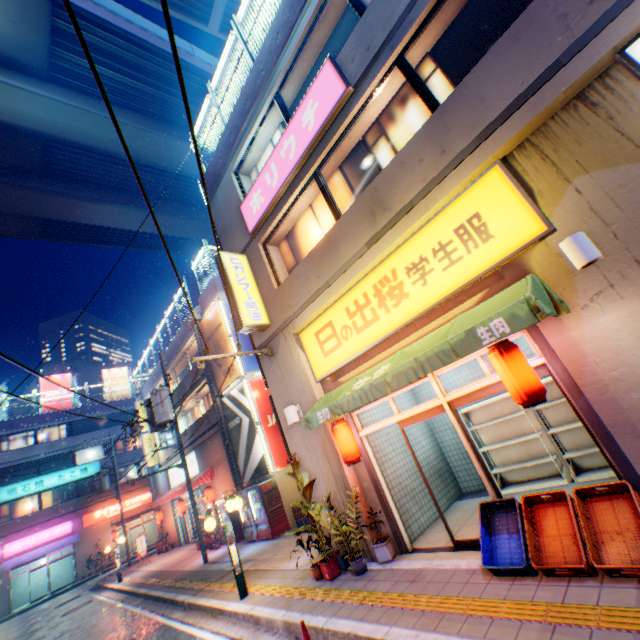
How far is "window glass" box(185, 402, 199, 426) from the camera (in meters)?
22.41

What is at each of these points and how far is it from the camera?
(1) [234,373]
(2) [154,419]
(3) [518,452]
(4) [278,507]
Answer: (1) billboard, 15.9 meters
(2) electric pole, 15.6 meters
(3) metal shelf, 7.6 meters
(4) vending machine, 13.4 meters

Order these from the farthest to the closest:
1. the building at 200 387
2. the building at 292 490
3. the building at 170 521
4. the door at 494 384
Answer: the building at 170 521 → the building at 200 387 → the building at 292 490 → the door at 494 384

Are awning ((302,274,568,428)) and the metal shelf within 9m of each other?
yes

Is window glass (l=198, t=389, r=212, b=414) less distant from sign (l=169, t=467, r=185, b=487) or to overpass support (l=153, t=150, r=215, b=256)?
sign (l=169, t=467, r=185, b=487)

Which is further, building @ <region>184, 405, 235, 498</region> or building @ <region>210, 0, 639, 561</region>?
building @ <region>184, 405, 235, 498</region>

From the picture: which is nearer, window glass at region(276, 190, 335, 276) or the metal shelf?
the metal shelf

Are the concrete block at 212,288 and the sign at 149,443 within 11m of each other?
no
